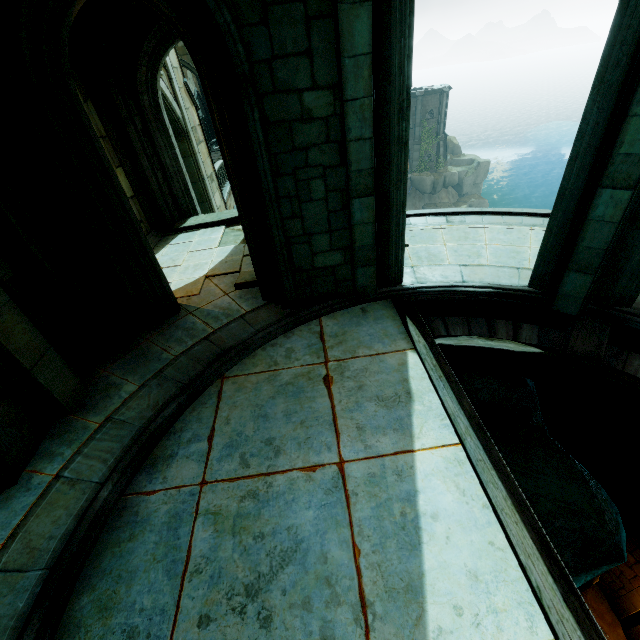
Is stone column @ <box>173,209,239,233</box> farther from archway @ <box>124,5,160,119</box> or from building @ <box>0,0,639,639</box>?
archway @ <box>124,5,160,119</box>

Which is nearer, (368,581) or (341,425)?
(368,581)

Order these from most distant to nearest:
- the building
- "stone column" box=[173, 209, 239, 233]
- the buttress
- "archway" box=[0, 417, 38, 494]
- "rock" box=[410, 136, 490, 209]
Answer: "rock" box=[410, 136, 490, 209] → the buttress → "stone column" box=[173, 209, 239, 233] → "archway" box=[0, 417, 38, 494] → the building

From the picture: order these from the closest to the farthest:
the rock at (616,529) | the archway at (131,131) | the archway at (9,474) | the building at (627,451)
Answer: the building at (627,451) < the archway at (9,474) < the rock at (616,529) < the archway at (131,131)

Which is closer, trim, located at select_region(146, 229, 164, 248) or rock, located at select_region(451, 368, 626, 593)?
rock, located at select_region(451, 368, 626, 593)

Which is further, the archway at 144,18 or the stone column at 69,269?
the archway at 144,18

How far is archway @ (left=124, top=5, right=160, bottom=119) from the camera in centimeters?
778cm

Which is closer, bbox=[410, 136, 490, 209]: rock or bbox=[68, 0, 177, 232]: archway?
bbox=[68, 0, 177, 232]: archway
